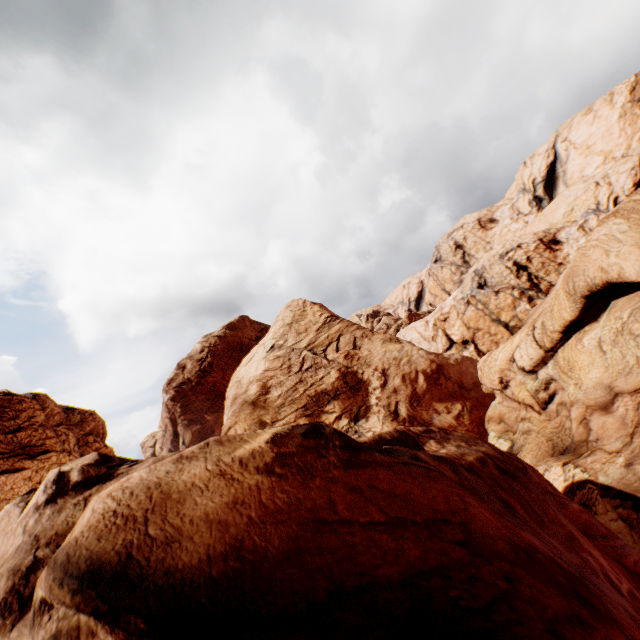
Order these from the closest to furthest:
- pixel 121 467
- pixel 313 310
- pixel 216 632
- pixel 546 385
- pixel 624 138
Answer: pixel 216 632 < pixel 121 467 < pixel 546 385 < pixel 313 310 < pixel 624 138
